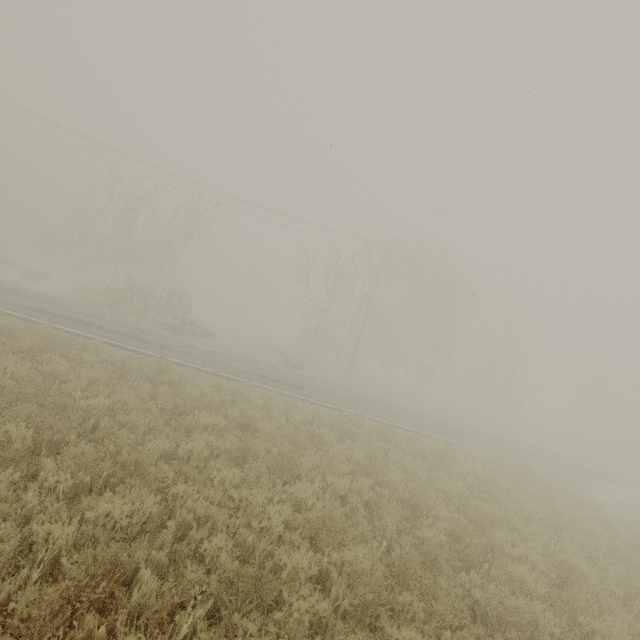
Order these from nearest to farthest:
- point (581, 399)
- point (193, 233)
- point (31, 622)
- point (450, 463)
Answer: point (31, 622), point (450, 463), point (193, 233), point (581, 399)

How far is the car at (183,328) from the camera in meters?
20.6

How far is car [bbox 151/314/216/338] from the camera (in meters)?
20.64

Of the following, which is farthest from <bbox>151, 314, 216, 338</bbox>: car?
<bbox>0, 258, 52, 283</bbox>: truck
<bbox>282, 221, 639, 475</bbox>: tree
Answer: <bbox>0, 258, 52, 283</bbox>: truck

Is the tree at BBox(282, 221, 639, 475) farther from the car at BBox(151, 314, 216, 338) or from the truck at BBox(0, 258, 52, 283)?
the truck at BBox(0, 258, 52, 283)

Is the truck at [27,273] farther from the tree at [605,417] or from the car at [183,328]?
the tree at [605,417]
